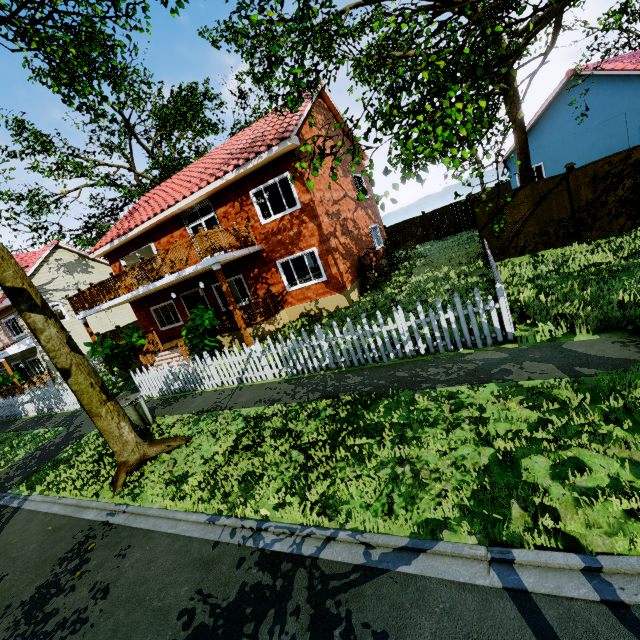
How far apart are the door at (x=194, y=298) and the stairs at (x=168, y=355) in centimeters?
205cm

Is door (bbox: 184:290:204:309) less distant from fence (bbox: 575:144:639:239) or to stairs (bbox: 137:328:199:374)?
stairs (bbox: 137:328:199:374)

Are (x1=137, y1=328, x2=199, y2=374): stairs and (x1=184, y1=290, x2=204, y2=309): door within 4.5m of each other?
yes

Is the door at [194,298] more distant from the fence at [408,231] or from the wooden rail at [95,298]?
the fence at [408,231]

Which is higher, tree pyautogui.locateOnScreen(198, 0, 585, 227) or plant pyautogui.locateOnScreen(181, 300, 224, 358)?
tree pyautogui.locateOnScreen(198, 0, 585, 227)

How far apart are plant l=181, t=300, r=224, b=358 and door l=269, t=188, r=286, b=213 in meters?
5.0 m

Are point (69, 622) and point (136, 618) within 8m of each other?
yes

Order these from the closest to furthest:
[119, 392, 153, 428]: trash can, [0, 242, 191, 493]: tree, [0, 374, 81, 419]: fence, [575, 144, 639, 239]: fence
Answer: [0, 242, 191, 493]: tree, [119, 392, 153, 428]: trash can, [575, 144, 639, 239]: fence, [0, 374, 81, 419]: fence
